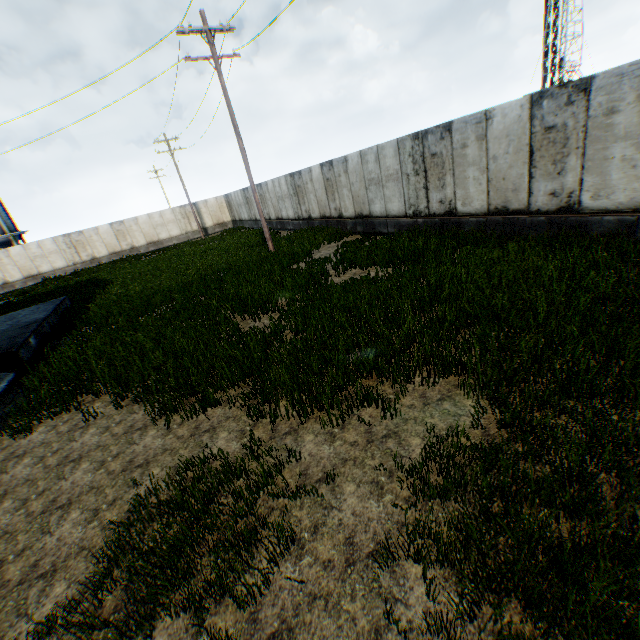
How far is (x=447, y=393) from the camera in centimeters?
459cm
